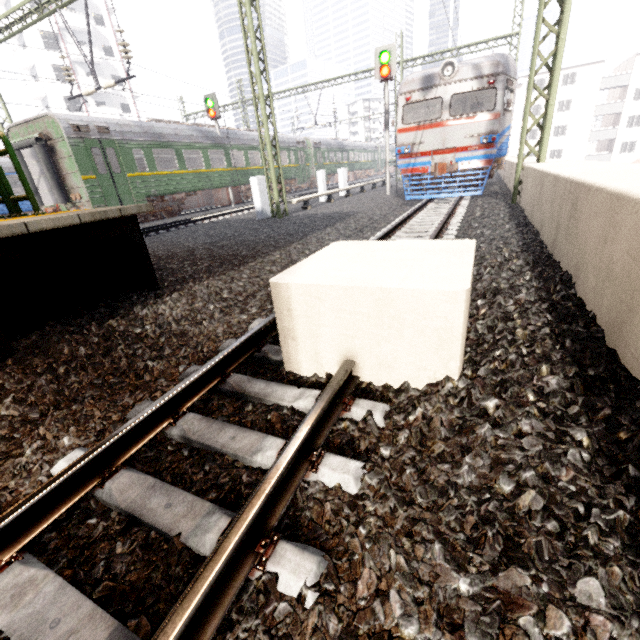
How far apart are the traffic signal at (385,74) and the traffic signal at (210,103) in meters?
9.0 m

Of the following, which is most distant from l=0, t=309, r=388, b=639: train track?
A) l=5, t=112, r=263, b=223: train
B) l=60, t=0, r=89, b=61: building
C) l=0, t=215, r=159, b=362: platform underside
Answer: l=60, t=0, r=89, b=61: building

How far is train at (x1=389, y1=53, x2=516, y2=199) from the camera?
10.41m

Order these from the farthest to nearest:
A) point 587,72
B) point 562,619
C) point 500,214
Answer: point 587,72 → point 500,214 → point 562,619

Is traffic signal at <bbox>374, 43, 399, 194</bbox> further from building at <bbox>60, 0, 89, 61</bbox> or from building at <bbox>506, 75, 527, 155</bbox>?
building at <bbox>60, 0, 89, 61</bbox>

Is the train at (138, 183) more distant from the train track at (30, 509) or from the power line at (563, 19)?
the train track at (30, 509)

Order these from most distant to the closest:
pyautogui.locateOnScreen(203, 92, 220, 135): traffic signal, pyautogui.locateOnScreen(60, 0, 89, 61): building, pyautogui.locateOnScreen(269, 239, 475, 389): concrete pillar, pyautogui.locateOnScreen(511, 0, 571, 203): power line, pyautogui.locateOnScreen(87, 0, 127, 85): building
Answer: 1. pyautogui.locateOnScreen(87, 0, 127, 85): building
2. pyautogui.locateOnScreen(60, 0, 89, 61): building
3. pyautogui.locateOnScreen(203, 92, 220, 135): traffic signal
4. pyautogui.locateOnScreen(511, 0, 571, 203): power line
5. pyautogui.locateOnScreen(269, 239, 475, 389): concrete pillar

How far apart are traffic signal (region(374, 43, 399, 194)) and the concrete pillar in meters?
14.0
